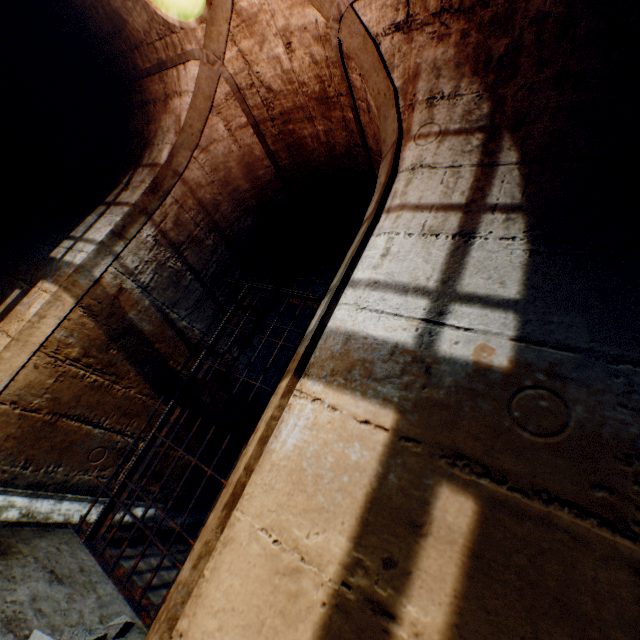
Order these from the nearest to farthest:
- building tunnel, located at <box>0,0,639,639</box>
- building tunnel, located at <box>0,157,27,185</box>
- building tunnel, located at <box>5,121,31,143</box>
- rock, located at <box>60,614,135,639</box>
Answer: building tunnel, located at <box>0,0,639,639</box> → rock, located at <box>60,614,135,639</box> → building tunnel, located at <box>5,121,31,143</box> → building tunnel, located at <box>0,157,27,185</box>

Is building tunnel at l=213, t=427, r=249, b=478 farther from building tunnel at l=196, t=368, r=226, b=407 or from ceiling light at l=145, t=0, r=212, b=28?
ceiling light at l=145, t=0, r=212, b=28

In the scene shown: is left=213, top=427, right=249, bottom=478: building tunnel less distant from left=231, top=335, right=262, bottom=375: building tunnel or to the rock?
left=231, top=335, right=262, bottom=375: building tunnel

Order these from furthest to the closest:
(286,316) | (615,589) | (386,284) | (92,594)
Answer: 1. (286,316)
2. (92,594)
3. (386,284)
4. (615,589)

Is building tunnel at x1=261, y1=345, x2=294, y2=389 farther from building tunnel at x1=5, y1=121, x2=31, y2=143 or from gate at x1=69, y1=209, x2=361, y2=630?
gate at x1=69, y1=209, x2=361, y2=630

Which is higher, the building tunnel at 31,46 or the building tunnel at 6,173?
the building tunnel at 31,46

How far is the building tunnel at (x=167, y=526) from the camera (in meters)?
2.66
